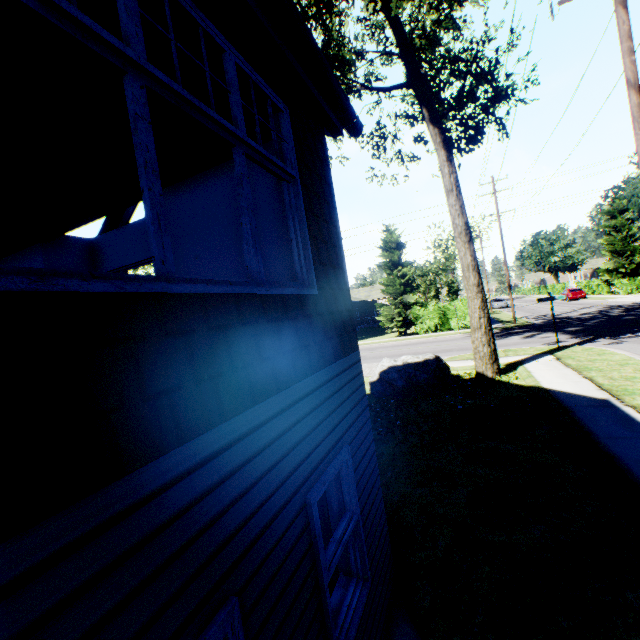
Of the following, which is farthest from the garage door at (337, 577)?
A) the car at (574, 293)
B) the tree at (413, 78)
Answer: the car at (574, 293)

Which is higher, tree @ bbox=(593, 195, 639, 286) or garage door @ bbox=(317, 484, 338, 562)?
tree @ bbox=(593, 195, 639, 286)

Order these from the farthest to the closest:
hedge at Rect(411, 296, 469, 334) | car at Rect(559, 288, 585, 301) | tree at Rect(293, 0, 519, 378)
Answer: car at Rect(559, 288, 585, 301), hedge at Rect(411, 296, 469, 334), tree at Rect(293, 0, 519, 378)

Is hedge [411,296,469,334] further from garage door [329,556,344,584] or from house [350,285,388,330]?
garage door [329,556,344,584]

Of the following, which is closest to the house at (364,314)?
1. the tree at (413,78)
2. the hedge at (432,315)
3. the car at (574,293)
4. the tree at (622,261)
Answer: the tree at (413,78)

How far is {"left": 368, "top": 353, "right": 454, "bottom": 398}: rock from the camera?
10.59m

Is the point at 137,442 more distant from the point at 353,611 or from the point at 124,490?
the point at 353,611

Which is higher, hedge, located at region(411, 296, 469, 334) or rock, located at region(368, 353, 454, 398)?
hedge, located at region(411, 296, 469, 334)
